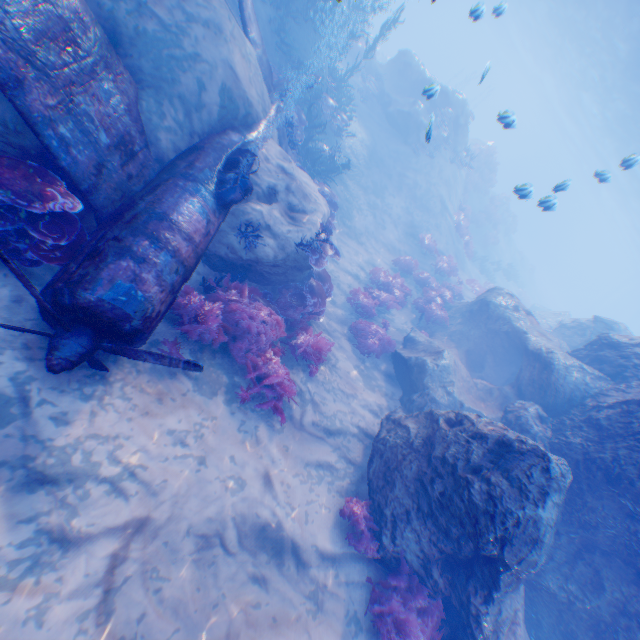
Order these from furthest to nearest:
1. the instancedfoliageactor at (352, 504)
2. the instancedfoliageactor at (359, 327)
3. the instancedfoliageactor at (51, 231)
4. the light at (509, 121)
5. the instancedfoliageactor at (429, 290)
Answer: the instancedfoliageactor at (429, 290), the instancedfoliageactor at (359, 327), the light at (509, 121), the instancedfoliageactor at (352, 504), the instancedfoliageactor at (51, 231)

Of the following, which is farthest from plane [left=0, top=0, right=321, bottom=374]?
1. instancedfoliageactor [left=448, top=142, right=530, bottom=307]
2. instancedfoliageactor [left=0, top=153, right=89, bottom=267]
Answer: instancedfoliageactor [left=448, top=142, right=530, bottom=307]

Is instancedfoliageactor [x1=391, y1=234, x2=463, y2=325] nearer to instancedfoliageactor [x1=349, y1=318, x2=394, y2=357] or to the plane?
instancedfoliageactor [x1=349, y1=318, x2=394, y2=357]

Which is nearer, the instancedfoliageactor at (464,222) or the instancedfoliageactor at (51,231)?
the instancedfoliageactor at (51,231)

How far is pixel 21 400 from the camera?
4.27m

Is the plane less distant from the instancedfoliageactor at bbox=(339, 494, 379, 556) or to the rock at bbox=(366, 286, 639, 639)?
the rock at bbox=(366, 286, 639, 639)

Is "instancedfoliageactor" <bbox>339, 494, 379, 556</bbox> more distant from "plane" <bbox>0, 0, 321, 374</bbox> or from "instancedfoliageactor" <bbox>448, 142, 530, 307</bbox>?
"instancedfoliageactor" <bbox>448, 142, 530, 307</bbox>

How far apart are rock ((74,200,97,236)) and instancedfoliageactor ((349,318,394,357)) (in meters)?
7.96
